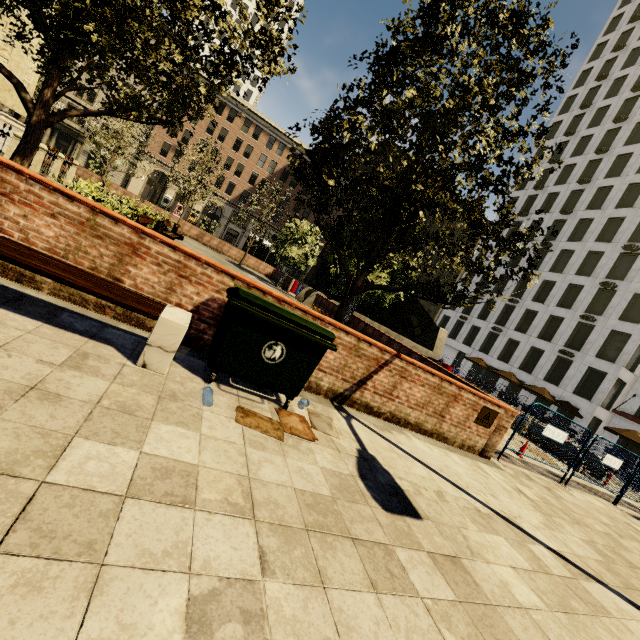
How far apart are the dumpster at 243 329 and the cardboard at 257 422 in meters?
0.1

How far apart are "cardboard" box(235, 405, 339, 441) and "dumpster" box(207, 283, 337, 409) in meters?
0.1 m

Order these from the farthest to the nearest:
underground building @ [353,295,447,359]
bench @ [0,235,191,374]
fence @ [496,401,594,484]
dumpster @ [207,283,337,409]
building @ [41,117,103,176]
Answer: building @ [41,117,103,176], underground building @ [353,295,447,359], fence @ [496,401,594,484], dumpster @ [207,283,337,409], bench @ [0,235,191,374]

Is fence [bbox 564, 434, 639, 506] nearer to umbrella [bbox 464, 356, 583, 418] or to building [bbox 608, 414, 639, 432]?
umbrella [bbox 464, 356, 583, 418]

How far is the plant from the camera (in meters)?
9.55

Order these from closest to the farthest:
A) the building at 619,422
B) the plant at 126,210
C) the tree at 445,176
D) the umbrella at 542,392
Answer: the tree at 445,176
the plant at 126,210
the umbrella at 542,392
the building at 619,422

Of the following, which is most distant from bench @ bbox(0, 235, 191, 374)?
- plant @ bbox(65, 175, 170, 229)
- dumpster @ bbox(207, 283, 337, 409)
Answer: plant @ bbox(65, 175, 170, 229)

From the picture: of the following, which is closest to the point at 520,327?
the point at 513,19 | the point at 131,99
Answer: the point at 513,19
